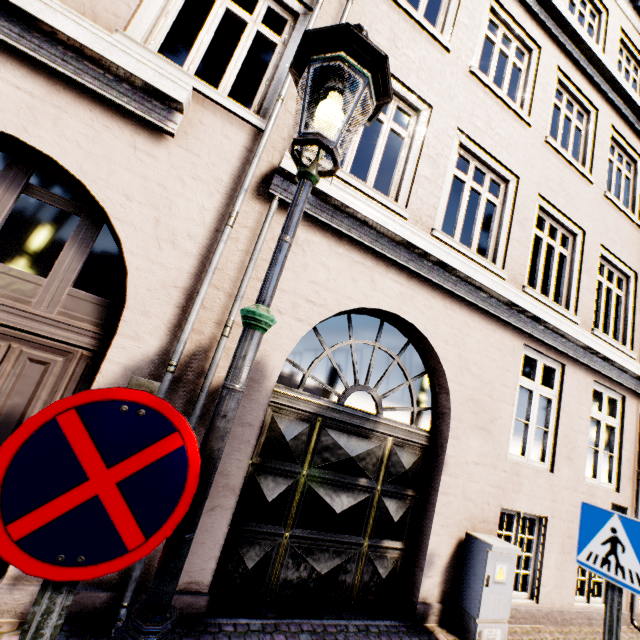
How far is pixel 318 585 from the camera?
3.52m

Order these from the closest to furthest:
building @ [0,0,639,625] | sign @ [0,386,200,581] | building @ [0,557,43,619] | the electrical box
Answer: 1. sign @ [0,386,200,581]
2. building @ [0,557,43,619]
3. building @ [0,0,639,625]
4. the electrical box

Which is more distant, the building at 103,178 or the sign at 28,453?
the building at 103,178

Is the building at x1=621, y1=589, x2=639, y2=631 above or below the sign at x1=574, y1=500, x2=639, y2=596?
below

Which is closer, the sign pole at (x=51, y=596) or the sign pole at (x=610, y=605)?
the sign pole at (x=51, y=596)

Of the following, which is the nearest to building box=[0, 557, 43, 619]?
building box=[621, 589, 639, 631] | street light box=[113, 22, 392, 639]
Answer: building box=[621, 589, 639, 631]

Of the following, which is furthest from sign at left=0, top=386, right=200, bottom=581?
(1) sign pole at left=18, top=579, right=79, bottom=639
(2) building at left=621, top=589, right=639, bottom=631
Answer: (2) building at left=621, top=589, right=639, bottom=631

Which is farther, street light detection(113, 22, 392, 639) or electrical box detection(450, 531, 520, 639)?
electrical box detection(450, 531, 520, 639)
